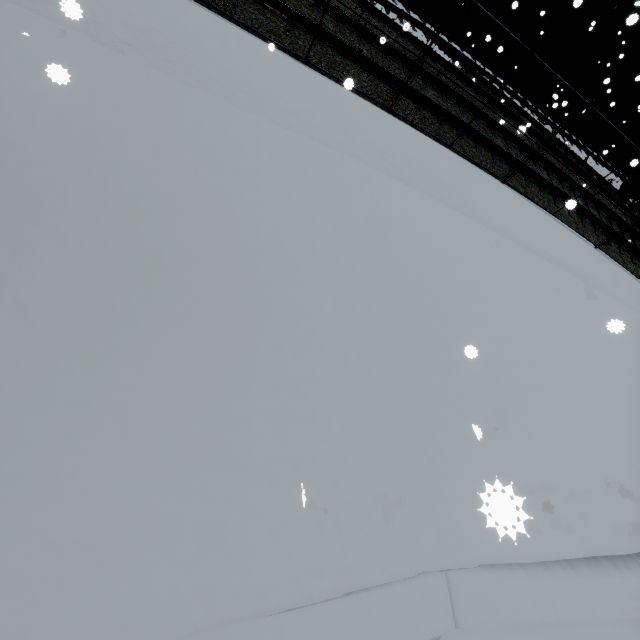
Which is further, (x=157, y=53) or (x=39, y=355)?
(x=157, y=53)
